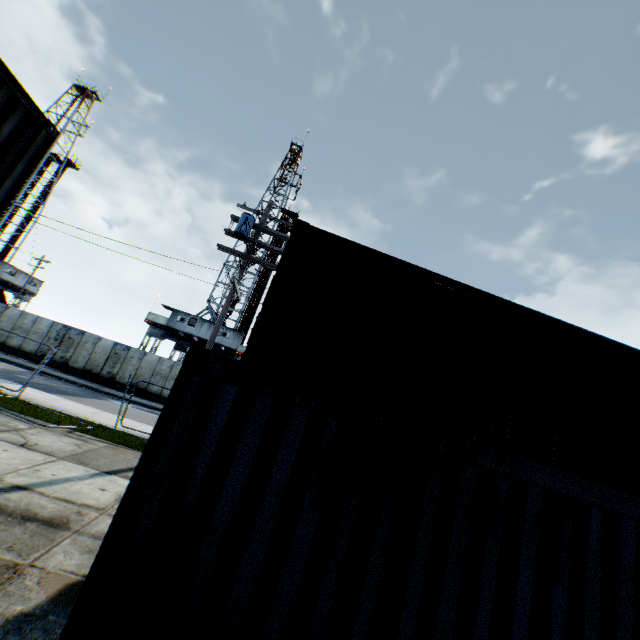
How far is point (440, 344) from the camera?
5.8m

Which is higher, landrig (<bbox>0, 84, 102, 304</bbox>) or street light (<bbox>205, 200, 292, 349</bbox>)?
street light (<bbox>205, 200, 292, 349</bbox>)

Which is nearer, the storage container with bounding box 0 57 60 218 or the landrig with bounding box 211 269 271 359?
the storage container with bounding box 0 57 60 218

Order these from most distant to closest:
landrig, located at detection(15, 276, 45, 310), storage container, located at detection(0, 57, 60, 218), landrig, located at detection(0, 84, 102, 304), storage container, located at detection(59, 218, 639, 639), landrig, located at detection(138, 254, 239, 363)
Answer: landrig, located at detection(15, 276, 45, 310)
landrig, located at detection(0, 84, 102, 304)
landrig, located at detection(138, 254, 239, 363)
storage container, located at detection(0, 57, 60, 218)
storage container, located at detection(59, 218, 639, 639)

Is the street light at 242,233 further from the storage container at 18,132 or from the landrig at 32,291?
the landrig at 32,291

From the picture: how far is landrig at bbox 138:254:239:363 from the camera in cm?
3019

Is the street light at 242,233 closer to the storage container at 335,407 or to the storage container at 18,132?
the storage container at 335,407

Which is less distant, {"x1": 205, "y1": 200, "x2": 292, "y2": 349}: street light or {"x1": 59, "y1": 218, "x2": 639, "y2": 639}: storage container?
{"x1": 59, "y1": 218, "x2": 639, "y2": 639}: storage container
